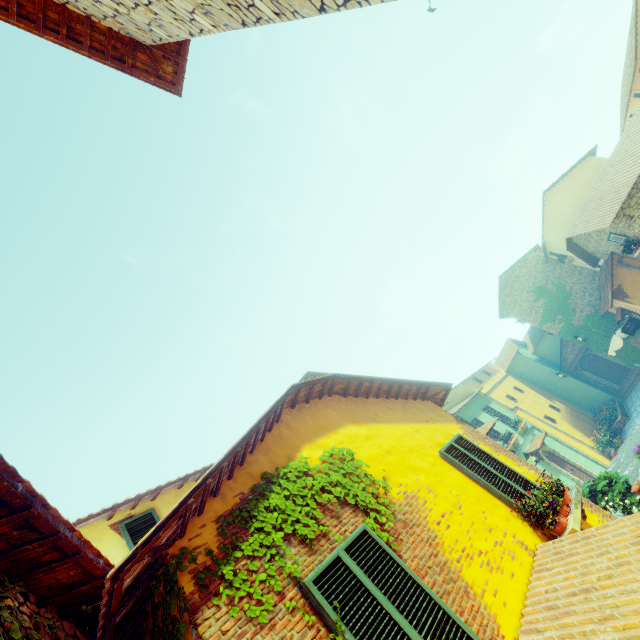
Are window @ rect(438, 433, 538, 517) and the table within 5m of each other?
no

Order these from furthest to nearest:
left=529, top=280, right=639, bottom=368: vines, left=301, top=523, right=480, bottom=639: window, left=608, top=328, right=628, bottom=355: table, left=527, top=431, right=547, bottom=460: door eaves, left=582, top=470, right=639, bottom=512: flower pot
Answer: left=529, top=280, right=639, bottom=368: vines → left=608, top=328, right=628, bottom=355: table → left=527, top=431, right=547, bottom=460: door eaves → left=582, top=470, right=639, bottom=512: flower pot → left=301, top=523, right=480, bottom=639: window

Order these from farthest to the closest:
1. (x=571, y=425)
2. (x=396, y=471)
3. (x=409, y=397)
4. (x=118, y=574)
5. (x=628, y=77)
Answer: (x=571, y=425)
(x=628, y=77)
(x=409, y=397)
(x=396, y=471)
(x=118, y=574)

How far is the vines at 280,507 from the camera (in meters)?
3.56

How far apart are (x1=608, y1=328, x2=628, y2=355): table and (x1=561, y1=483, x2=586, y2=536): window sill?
21.0 meters

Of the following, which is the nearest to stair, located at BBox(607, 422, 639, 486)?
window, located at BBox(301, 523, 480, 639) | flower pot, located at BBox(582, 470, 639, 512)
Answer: flower pot, located at BBox(582, 470, 639, 512)

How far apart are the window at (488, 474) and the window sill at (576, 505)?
0.31m

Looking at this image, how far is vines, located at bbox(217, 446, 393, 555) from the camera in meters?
3.6
